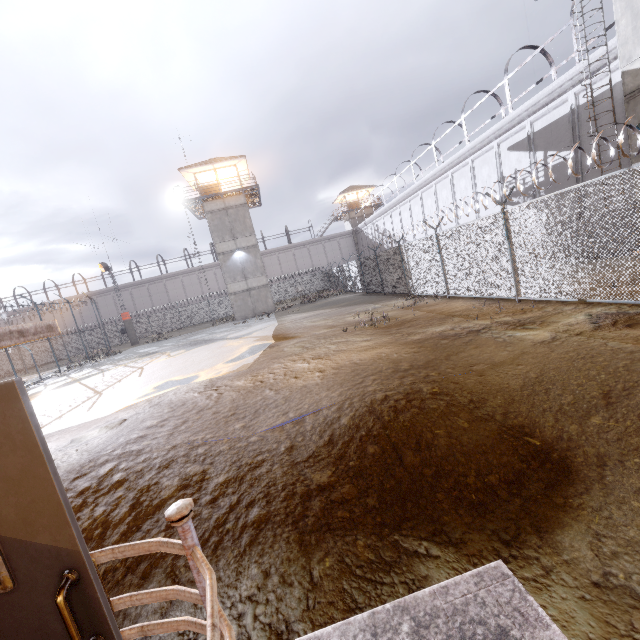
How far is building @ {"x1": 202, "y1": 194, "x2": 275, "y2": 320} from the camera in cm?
3072

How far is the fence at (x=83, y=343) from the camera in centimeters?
3077cm

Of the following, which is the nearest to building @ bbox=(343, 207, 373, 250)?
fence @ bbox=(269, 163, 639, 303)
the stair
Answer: fence @ bbox=(269, 163, 639, 303)

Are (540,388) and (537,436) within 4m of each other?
yes

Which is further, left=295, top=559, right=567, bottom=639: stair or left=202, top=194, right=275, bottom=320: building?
left=202, top=194, right=275, bottom=320: building

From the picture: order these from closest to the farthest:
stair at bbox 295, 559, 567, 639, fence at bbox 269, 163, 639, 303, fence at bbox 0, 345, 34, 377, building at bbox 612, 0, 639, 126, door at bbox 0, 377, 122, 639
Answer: door at bbox 0, 377, 122, 639 → stair at bbox 295, 559, 567, 639 → fence at bbox 269, 163, 639, 303 → building at bbox 612, 0, 639, 126 → fence at bbox 0, 345, 34, 377

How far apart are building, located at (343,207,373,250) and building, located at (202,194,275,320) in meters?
23.6 m

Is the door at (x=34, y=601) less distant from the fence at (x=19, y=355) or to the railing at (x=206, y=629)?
the railing at (x=206, y=629)
